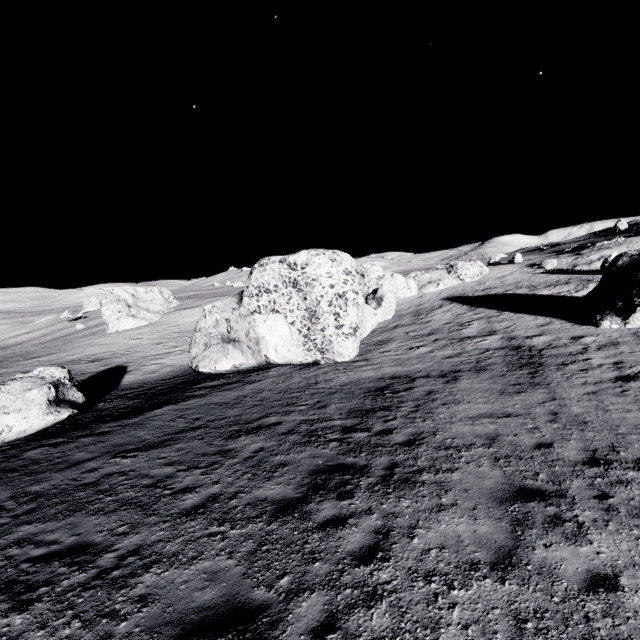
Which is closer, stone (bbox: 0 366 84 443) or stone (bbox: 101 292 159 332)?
stone (bbox: 0 366 84 443)

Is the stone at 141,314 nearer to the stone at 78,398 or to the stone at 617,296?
the stone at 78,398

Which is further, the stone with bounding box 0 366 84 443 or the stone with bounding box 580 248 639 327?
the stone with bounding box 580 248 639 327

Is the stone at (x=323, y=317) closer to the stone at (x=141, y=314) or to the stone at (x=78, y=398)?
the stone at (x=78, y=398)

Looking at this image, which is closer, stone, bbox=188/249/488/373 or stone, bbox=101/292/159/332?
stone, bbox=188/249/488/373

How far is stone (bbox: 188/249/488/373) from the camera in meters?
19.2 m

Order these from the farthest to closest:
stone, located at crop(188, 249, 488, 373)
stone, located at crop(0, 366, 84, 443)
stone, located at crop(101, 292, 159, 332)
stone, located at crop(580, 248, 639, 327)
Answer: stone, located at crop(101, 292, 159, 332) → stone, located at crop(188, 249, 488, 373) → stone, located at crop(580, 248, 639, 327) → stone, located at crop(0, 366, 84, 443)

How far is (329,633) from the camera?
4.2m
